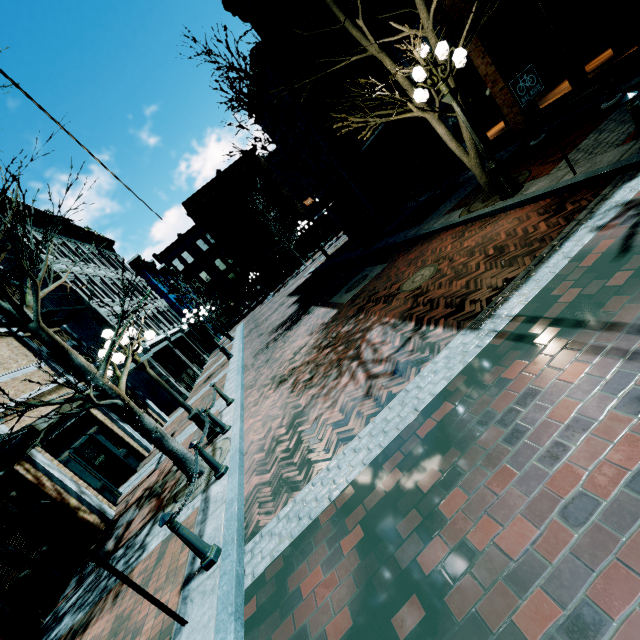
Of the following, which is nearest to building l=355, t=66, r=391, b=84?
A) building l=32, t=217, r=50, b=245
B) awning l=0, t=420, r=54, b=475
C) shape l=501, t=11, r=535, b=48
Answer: shape l=501, t=11, r=535, b=48

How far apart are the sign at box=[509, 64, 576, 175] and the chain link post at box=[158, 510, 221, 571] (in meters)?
8.13

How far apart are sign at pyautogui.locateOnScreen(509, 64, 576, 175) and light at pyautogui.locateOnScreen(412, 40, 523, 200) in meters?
1.2

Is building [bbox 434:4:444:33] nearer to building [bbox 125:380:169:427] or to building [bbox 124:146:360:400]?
building [bbox 124:146:360:400]

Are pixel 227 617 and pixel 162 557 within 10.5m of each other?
yes

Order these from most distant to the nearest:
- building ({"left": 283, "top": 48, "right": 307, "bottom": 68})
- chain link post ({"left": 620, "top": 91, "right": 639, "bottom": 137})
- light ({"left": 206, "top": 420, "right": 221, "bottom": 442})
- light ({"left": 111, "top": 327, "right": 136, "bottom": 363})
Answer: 1. building ({"left": 283, "top": 48, "right": 307, "bottom": 68})
2. light ({"left": 206, "top": 420, "right": 221, "bottom": 442})
3. light ({"left": 111, "top": 327, "right": 136, "bottom": 363})
4. chain link post ({"left": 620, "top": 91, "right": 639, "bottom": 137})

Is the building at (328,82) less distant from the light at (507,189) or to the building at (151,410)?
the light at (507,189)

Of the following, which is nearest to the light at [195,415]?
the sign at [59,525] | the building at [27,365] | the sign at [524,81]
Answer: the building at [27,365]
